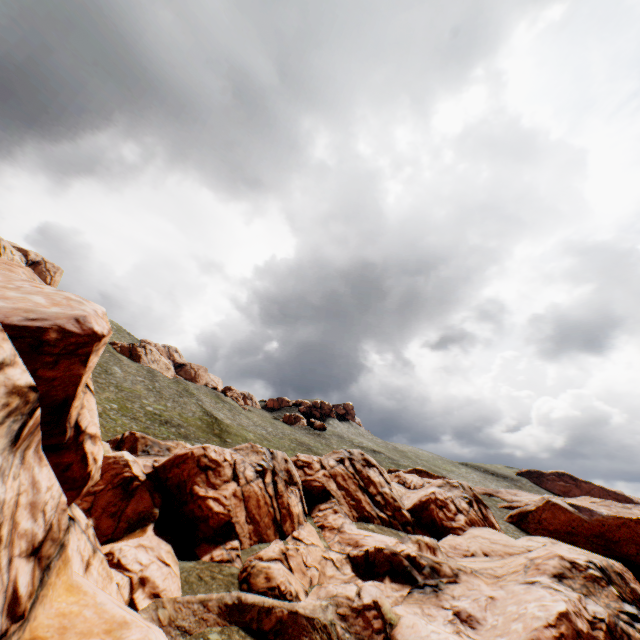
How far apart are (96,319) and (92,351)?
1.3 meters
